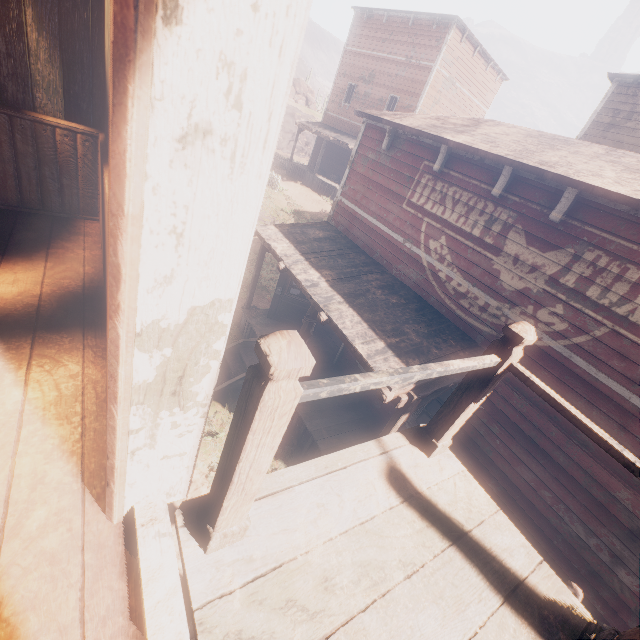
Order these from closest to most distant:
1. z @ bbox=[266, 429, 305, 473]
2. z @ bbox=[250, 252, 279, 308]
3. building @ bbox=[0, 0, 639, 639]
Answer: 1. building @ bbox=[0, 0, 639, 639]
2. z @ bbox=[266, 429, 305, 473]
3. z @ bbox=[250, 252, 279, 308]

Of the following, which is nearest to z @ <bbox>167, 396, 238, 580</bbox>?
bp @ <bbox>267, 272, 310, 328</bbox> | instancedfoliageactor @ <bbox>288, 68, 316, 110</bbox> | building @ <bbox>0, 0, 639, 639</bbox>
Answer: building @ <bbox>0, 0, 639, 639</bbox>

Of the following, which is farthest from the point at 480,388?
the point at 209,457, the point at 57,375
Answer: the point at 209,457

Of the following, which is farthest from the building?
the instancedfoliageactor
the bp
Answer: the instancedfoliageactor

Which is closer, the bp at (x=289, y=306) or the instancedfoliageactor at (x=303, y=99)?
the bp at (x=289, y=306)

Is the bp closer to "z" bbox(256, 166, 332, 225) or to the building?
the building

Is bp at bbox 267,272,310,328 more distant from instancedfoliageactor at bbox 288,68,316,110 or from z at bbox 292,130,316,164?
instancedfoliageactor at bbox 288,68,316,110

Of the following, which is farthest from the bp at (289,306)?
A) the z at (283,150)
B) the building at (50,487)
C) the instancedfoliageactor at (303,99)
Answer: the instancedfoliageactor at (303,99)
